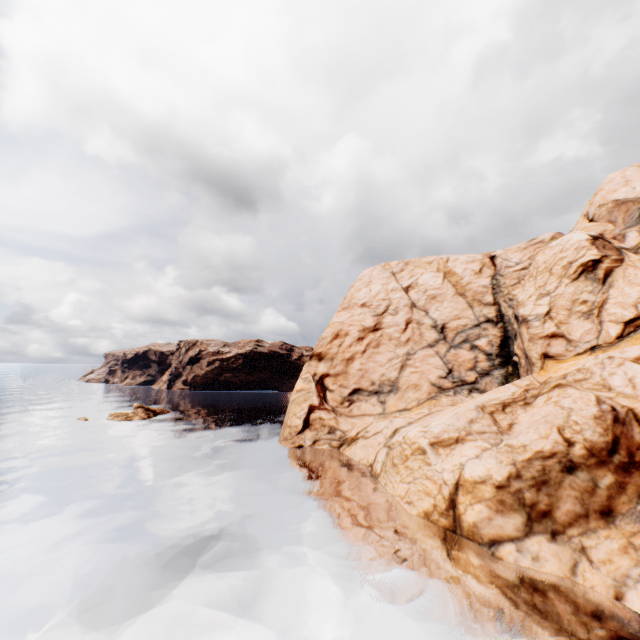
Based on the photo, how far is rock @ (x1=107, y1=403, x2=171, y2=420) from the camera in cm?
4975

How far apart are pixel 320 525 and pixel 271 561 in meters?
4.3

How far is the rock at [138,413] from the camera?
49.8m

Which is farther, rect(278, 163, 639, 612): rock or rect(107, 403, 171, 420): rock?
rect(107, 403, 171, 420): rock

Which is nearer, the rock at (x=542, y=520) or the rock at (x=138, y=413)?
the rock at (x=542, y=520)
